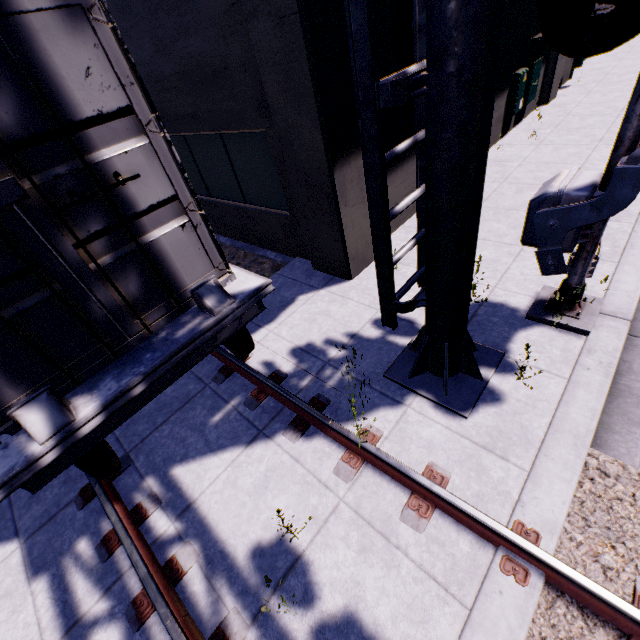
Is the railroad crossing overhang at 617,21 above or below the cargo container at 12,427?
above

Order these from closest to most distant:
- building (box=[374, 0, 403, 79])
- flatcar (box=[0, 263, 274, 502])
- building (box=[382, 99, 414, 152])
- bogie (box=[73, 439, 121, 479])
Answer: flatcar (box=[0, 263, 274, 502]) < bogie (box=[73, 439, 121, 479]) < building (box=[374, 0, 403, 79]) < building (box=[382, 99, 414, 152])

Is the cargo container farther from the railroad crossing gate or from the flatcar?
the railroad crossing gate

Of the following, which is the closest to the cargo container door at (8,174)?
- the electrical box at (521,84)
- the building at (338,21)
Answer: the building at (338,21)

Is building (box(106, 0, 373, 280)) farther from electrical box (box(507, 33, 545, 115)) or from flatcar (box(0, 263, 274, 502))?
flatcar (box(0, 263, 274, 502))

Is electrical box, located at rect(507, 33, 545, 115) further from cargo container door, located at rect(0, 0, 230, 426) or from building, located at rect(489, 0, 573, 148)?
cargo container door, located at rect(0, 0, 230, 426)

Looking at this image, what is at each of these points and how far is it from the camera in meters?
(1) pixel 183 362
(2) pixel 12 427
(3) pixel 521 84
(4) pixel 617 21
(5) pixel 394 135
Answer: (1) flatcar, 3.3 m
(2) cargo container, 2.6 m
(3) electrical box, 8.7 m
(4) railroad crossing overhang, 1.9 m
(5) building, 5.7 m

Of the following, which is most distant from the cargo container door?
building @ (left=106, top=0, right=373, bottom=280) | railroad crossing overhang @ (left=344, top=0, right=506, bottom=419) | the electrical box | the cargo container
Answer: the electrical box
